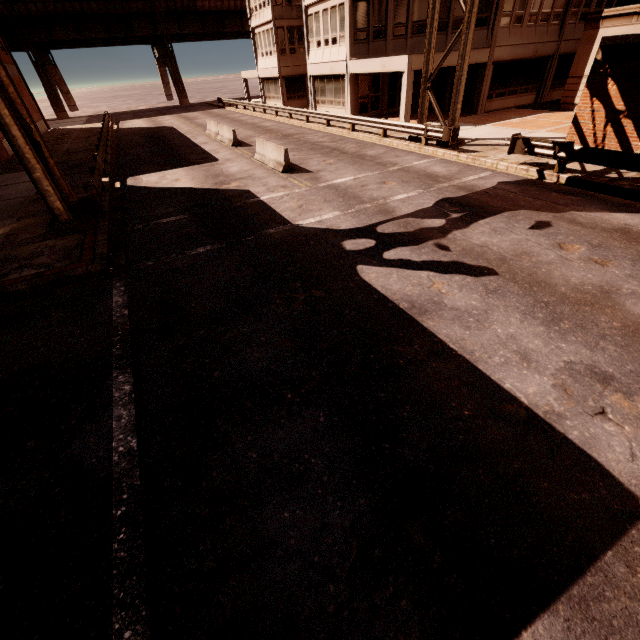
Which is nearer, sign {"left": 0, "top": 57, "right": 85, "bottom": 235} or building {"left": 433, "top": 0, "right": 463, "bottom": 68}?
sign {"left": 0, "top": 57, "right": 85, "bottom": 235}

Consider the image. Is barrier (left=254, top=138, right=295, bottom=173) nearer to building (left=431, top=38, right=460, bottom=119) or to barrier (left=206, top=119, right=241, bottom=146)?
barrier (left=206, top=119, right=241, bottom=146)

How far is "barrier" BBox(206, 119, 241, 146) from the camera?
20.89m

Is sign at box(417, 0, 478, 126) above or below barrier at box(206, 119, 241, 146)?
above

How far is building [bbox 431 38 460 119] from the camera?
20.4m

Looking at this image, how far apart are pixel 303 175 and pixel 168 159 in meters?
10.4 m

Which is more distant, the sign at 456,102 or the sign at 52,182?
the sign at 456,102

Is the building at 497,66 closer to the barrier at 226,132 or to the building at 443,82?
the building at 443,82
